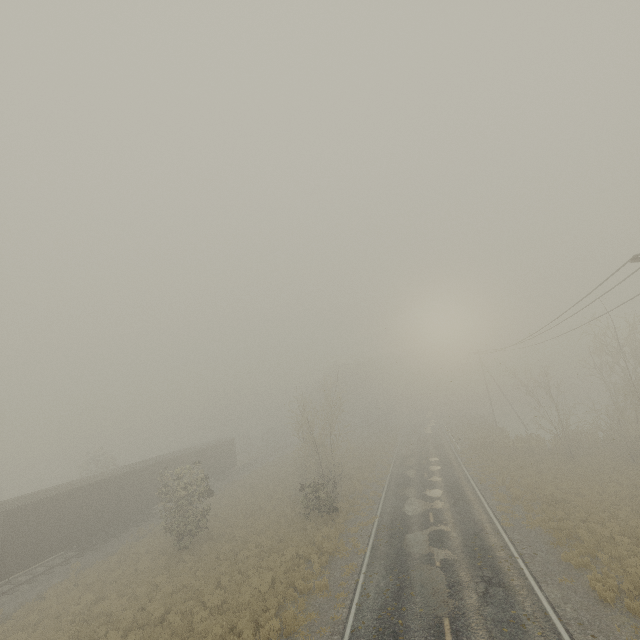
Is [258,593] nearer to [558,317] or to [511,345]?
[558,317]

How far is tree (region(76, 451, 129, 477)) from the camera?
37.62m

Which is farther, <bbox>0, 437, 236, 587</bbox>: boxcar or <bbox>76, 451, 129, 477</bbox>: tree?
<bbox>76, 451, 129, 477</bbox>: tree

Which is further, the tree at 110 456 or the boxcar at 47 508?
the tree at 110 456

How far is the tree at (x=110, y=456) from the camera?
37.6m
